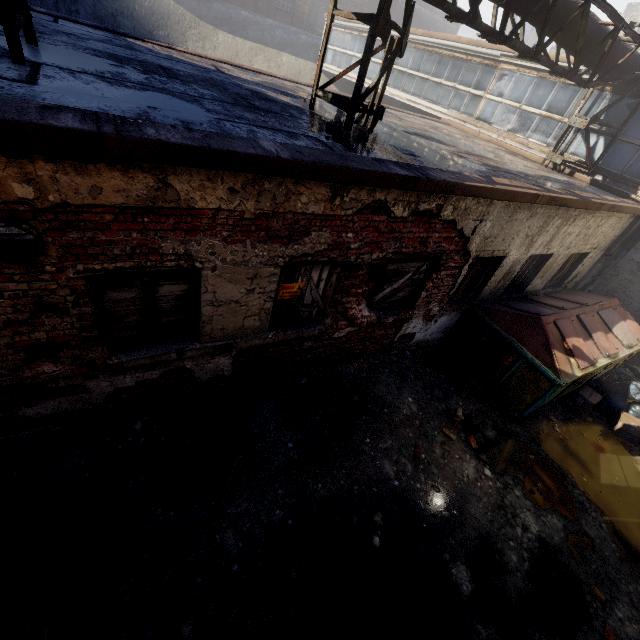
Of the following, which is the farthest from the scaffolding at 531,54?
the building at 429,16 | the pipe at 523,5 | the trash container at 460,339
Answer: the building at 429,16

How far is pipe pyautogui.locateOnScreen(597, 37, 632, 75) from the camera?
6.9 meters

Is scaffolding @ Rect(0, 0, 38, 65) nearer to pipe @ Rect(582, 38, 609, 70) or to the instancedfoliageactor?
pipe @ Rect(582, 38, 609, 70)

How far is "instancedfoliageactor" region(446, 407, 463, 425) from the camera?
6.0m

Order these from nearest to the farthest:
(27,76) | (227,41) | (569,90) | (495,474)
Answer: (27,76)
(495,474)
(569,90)
(227,41)

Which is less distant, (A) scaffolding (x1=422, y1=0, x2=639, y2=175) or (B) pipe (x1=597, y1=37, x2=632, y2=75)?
(A) scaffolding (x1=422, y1=0, x2=639, y2=175)

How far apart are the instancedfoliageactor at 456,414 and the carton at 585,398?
3.1m

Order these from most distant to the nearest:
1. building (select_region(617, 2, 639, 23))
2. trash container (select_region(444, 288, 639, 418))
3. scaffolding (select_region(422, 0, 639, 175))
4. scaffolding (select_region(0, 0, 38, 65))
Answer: building (select_region(617, 2, 639, 23)) → trash container (select_region(444, 288, 639, 418)) → scaffolding (select_region(422, 0, 639, 175)) → scaffolding (select_region(0, 0, 38, 65))
